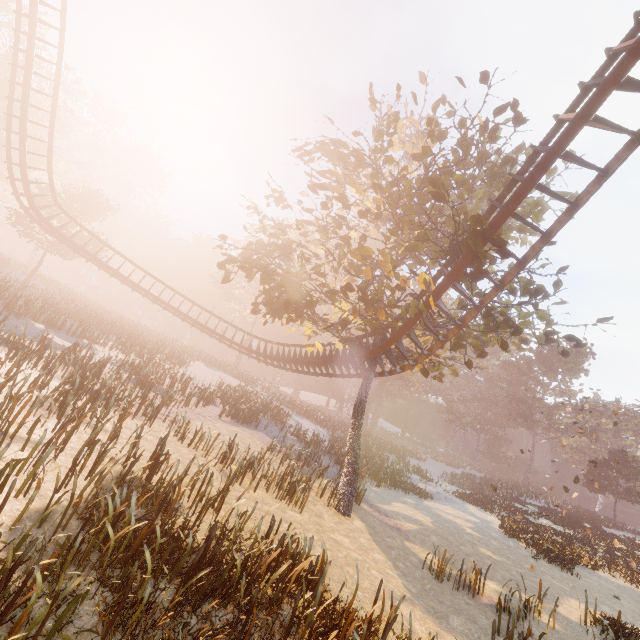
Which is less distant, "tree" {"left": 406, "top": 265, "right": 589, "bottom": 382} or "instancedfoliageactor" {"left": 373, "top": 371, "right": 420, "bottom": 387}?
"tree" {"left": 406, "top": 265, "right": 589, "bottom": 382}

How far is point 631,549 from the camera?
27.8m

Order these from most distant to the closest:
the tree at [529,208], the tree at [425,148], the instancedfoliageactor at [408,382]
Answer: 1. the instancedfoliageactor at [408,382]
2. the tree at [529,208]
3. the tree at [425,148]

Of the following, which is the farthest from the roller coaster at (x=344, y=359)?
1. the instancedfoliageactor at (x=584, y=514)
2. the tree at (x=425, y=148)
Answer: the instancedfoliageactor at (x=584, y=514)

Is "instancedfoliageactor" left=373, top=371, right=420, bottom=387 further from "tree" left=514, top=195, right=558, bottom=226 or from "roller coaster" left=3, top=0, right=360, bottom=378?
"roller coaster" left=3, top=0, right=360, bottom=378

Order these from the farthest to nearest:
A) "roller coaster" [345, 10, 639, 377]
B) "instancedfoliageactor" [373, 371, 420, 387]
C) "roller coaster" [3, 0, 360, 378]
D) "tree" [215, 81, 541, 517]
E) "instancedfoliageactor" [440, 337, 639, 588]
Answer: "instancedfoliageactor" [373, 371, 420, 387] → "instancedfoliageactor" [440, 337, 639, 588] → "roller coaster" [3, 0, 360, 378] → "tree" [215, 81, 541, 517] → "roller coaster" [345, 10, 639, 377]

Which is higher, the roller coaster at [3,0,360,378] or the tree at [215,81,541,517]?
the roller coaster at [3,0,360,378]

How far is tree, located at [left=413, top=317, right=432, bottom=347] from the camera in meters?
11.1
